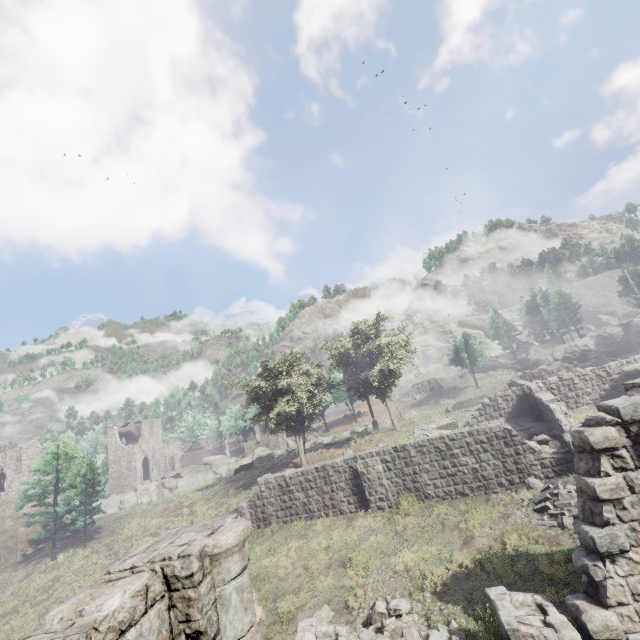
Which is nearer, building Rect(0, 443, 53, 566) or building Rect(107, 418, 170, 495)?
building Rect(0, 443, 53, 566)

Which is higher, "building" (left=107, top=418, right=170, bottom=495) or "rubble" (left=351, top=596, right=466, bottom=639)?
"building" (left=107, top=418, right=170, bottom=495)

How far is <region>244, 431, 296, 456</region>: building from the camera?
51.5m

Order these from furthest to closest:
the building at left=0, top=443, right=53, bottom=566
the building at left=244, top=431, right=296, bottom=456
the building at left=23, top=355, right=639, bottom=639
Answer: the building at left=244, top=431, right=296, bottom=456 < the building at left=0, top=443, right=53, bottom=566 < the building at left=23, top=355, right=639, bottom=639

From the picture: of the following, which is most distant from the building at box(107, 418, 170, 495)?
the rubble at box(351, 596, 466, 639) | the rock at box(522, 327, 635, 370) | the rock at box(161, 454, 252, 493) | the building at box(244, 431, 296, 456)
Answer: the rock at box(522, 327, 635, 370)

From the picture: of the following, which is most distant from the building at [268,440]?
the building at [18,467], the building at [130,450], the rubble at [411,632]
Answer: the rubble at [411,632]

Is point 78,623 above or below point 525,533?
above

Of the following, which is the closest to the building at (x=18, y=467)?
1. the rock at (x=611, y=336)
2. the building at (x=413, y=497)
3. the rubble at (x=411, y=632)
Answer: the building at (x=413, y=497)
